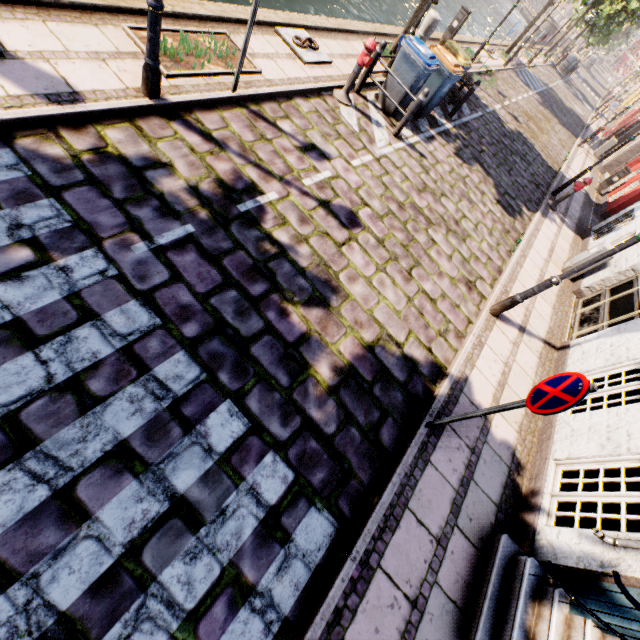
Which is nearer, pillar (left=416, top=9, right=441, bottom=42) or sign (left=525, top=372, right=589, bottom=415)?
sign (left=525, top=372, right=589, bottom=415)

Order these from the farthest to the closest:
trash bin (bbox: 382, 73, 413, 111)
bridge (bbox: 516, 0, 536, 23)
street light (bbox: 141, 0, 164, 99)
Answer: bridge (bbox: 516, 0, 536, 23) < trash bin (bbox: 382, 73, 413, 111) < street light (bbox: 141, 0, 164, 99)

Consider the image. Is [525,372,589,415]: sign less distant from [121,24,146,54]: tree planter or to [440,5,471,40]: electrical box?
[121,24,146,54]: tree planter

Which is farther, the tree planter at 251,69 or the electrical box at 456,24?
the electrical box at 456,24

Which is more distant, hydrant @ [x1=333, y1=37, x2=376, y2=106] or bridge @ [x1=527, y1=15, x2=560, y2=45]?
bridge @ [x1=527, y1=15, x2=560, y2=45]

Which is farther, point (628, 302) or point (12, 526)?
point (628, 302)

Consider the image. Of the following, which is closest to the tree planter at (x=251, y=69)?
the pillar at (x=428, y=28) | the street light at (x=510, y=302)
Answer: the street light at (x=510, y=302)

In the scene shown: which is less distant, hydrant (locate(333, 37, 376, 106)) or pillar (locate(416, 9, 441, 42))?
hydrant (locate(333, 37, 376, 106))
